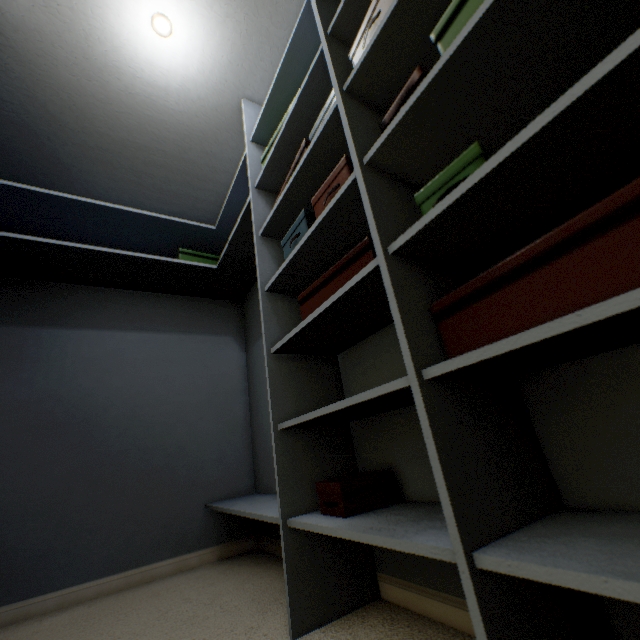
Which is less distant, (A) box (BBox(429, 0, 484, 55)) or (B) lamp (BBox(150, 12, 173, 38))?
(A) box (BBox(429, 0, 484, 55))

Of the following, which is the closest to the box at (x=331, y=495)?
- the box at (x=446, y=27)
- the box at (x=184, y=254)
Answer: the box at (x=446, y=27)

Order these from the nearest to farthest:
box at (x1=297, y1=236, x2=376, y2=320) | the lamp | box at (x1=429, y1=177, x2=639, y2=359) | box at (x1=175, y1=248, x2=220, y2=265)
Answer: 1. box at (x1=429, y1=177, x2=639, y2=359)
2. box at (x1=297, y1=236, x2=376, y2=320)
3. the lamp
4. box at (x1=175, y1=248, x2=220, y2=265)

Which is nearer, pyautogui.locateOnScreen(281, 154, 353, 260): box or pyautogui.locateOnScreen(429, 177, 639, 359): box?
pyautogui.locateOnScreen(429, 177, 639, 359): box

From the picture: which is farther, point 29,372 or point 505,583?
point 29,372

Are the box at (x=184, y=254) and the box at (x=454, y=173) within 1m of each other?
no

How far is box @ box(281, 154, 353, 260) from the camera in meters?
1.0 m

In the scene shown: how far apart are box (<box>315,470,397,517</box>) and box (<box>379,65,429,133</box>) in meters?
1.0 m
